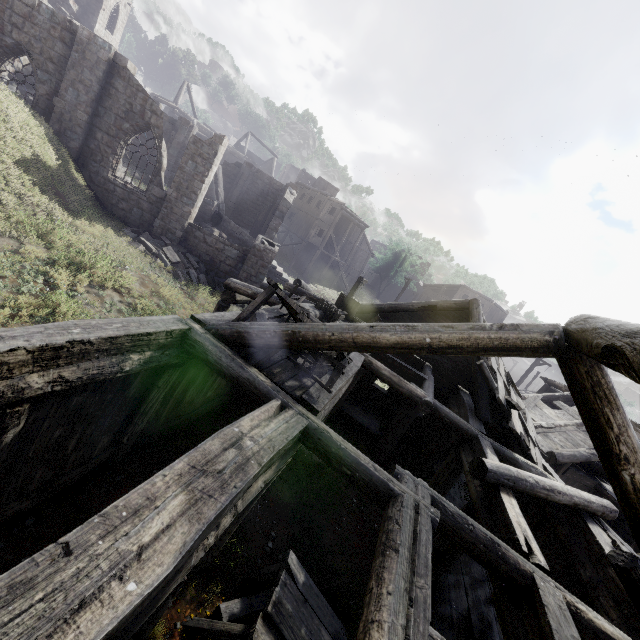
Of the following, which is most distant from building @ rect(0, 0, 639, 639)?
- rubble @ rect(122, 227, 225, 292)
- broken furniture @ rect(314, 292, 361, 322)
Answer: broken furniture @ rect(314, 292, 361, 322)

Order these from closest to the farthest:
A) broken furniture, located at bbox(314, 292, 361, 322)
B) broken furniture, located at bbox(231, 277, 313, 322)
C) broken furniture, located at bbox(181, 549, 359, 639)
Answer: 1. broken furniture, located at bbox(181, 549, 359, 639)
2. broken furniture, located at bbox(231, 277, 313, 322)
3. broken furniture, located at bbox(314, 292, 361, 322)

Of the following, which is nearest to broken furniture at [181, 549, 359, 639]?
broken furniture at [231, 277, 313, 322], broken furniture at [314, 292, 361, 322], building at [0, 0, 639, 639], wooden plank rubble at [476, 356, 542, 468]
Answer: building at [0, 0, 639, 639]

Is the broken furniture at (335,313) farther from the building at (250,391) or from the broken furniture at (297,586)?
the broken furniture at (297,586)

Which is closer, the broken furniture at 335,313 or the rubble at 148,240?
the broken furniture at 335,313

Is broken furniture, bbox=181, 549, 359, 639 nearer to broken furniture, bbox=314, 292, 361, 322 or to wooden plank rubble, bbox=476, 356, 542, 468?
wooden plank rubble, bbox=476, 356, 542, 468

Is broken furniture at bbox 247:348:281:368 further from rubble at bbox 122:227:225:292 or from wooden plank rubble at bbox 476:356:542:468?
rubble at bbox 122:227:225:292

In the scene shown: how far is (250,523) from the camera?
7.09m
